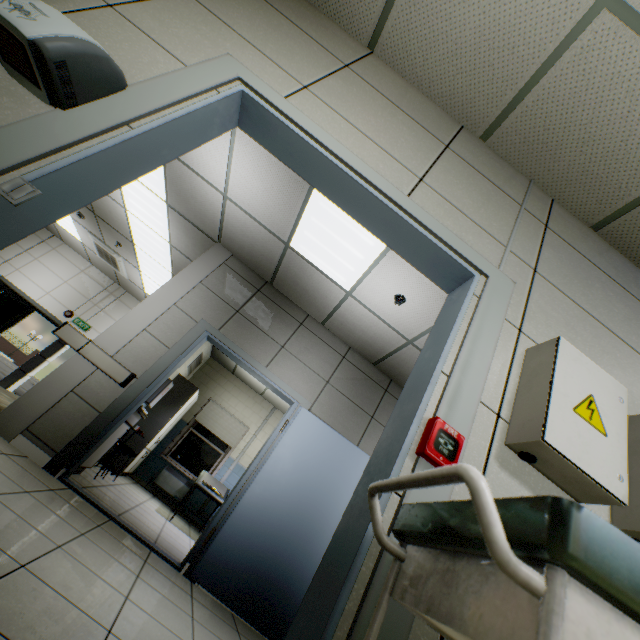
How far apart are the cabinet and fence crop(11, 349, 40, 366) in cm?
3718

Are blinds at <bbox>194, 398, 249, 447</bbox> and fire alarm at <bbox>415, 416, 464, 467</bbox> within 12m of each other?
yes

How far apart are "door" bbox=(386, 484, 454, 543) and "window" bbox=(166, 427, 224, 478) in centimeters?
799cm

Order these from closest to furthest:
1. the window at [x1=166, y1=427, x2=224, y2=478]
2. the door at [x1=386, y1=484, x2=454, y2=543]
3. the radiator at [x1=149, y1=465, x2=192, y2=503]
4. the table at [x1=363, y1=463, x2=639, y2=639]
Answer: the table at [x1=363, y1=463, x2=639, y2=639], the door at [x1=386, y1=484, x2=454, y2=543], the radiator at [x1=149, y1=465, x2=192, y2=503], the window at [x1=166, y1=427, x2=224, y2=478]

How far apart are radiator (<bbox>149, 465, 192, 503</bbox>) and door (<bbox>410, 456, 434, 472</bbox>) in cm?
777

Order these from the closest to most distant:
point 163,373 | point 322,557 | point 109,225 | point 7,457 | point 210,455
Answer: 1. point 322,557
2. point 7,457
3. point 163,373
4. point 109,225
5. point 210,455

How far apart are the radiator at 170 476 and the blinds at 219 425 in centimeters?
72cm

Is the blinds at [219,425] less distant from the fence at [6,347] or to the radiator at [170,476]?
the radiator at [170,476]
